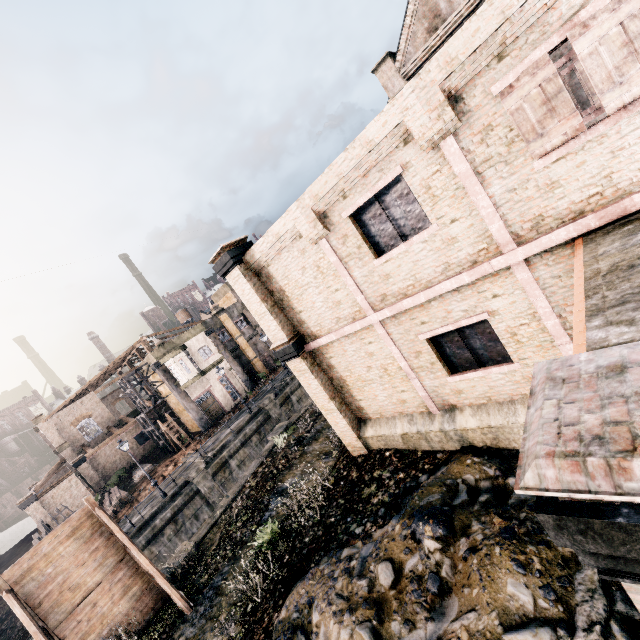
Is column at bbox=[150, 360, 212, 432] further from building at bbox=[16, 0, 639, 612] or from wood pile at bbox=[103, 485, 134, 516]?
building at bbox=[16, 0, 639, 612]

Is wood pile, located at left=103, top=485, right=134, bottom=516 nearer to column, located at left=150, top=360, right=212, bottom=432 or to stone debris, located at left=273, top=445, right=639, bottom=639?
column, located at left=150, top=360, right=212, bottom=432

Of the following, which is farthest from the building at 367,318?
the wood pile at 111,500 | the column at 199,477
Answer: the wood pile at 111,500

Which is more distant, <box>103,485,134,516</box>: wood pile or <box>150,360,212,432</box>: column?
<box>150,360,212,432</box>: column

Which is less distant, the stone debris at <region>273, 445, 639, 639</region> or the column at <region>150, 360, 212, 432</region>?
the stone debris at <region>273, 445, 639, 639</region>

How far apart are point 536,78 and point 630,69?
1.3 meters

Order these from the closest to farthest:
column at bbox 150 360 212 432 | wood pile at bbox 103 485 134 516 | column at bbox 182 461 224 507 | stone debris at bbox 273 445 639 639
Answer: stone debris at bbox 273 445 639 639 < column at bbox 182 461 224 507 < wood pile at bbox 103 485 134 516 < column at bbox 150 360 212 432

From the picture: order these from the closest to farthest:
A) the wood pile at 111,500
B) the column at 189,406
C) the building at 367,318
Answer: the building at 367,318, the wood pile at 111,500, the column at 189,406
